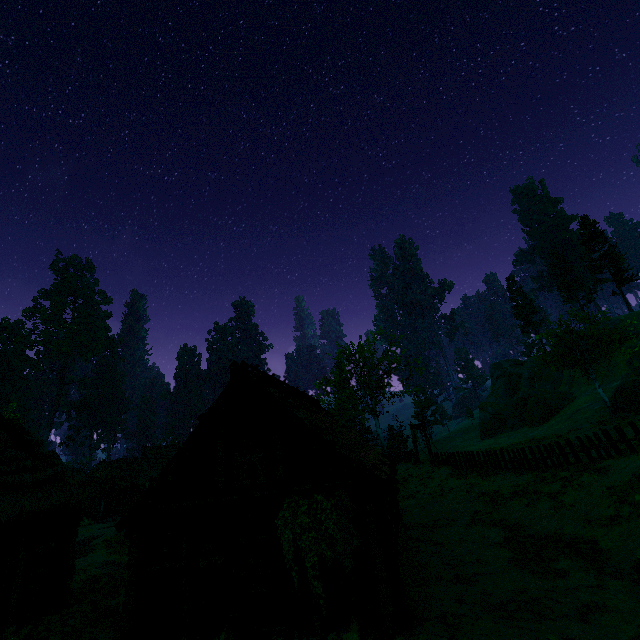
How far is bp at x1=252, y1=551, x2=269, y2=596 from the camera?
9.4 meters

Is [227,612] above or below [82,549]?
below

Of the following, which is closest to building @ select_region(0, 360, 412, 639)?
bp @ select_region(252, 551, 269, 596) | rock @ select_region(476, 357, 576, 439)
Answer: bp @ select_region(252, 551, 269, 596)

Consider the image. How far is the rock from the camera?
41.4 meters

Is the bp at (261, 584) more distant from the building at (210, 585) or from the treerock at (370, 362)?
the treerock at (370, 362)

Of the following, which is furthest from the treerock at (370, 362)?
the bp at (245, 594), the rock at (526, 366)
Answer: the bp at (245, 594)

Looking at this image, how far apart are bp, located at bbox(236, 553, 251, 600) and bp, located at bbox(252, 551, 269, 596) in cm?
17

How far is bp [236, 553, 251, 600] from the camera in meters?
9.3 m
